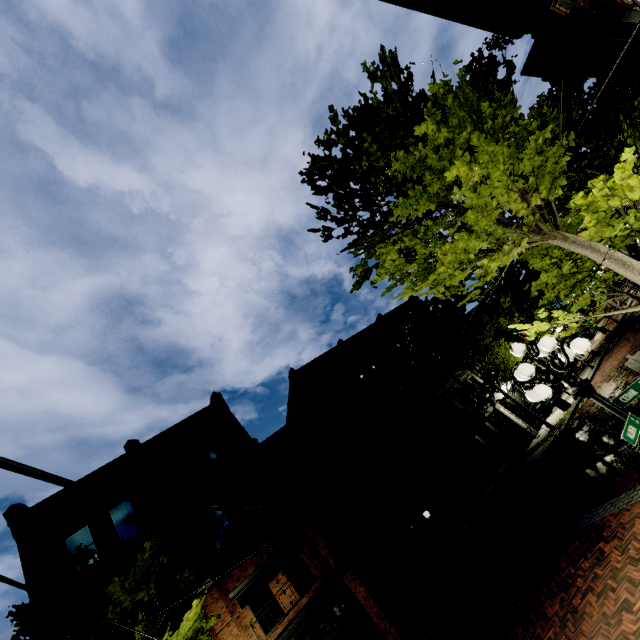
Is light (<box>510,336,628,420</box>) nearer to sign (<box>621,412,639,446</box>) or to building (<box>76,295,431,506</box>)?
sign (<box>621,412,639,446</box>)

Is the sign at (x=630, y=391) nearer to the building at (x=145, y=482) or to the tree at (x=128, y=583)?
the tree at (x=128, y=583)

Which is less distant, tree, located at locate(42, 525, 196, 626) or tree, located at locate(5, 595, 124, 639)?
tree, located at locate(5, 595, 124, 639)

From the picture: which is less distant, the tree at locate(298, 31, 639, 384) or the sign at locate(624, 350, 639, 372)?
the tree at locate(298, 31, 639, 384)

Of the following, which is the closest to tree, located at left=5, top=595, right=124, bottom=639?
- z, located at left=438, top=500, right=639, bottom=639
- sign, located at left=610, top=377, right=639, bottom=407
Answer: z, located at left=438, top=500, right=639, bottom=639

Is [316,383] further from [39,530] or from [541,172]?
[541,172]

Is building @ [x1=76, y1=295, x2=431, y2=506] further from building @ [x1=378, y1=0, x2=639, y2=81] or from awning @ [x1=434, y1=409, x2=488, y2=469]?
building @ [x1=378, y1=0, x2=639, y2=81]

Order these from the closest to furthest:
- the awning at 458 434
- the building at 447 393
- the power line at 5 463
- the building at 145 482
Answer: the power line at 5 463 < the building at 145 482 < the awning at 458 434 < the building at 447 393
